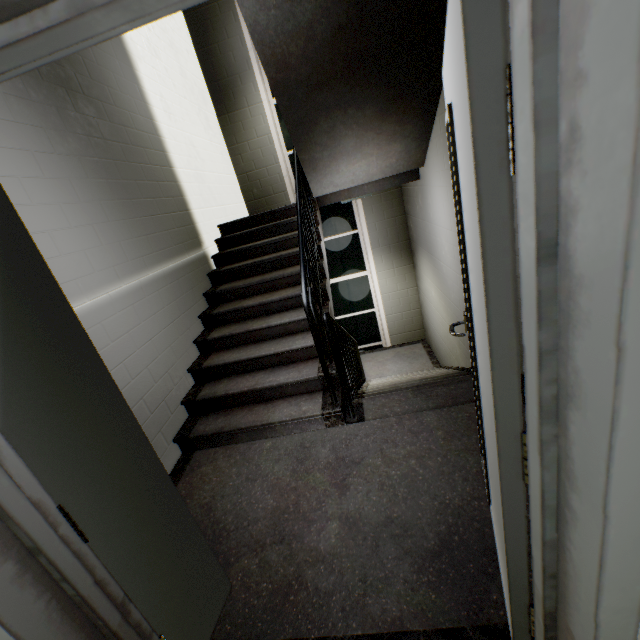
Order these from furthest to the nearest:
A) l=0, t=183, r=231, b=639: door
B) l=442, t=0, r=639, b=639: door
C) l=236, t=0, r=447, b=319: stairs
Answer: l=236, t=0, r=447, b=319: stairs, l=0, t=183, r=231, b=639: door, l=442, t=0, r=639, b=639: door

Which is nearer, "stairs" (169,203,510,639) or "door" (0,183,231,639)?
"door" (0,183,231,639)

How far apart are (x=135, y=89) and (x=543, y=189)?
4.4 meters

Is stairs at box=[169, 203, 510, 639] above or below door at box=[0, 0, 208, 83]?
below

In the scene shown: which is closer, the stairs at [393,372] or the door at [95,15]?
the door at [95,15]

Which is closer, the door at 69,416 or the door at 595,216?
the door at 595,216
